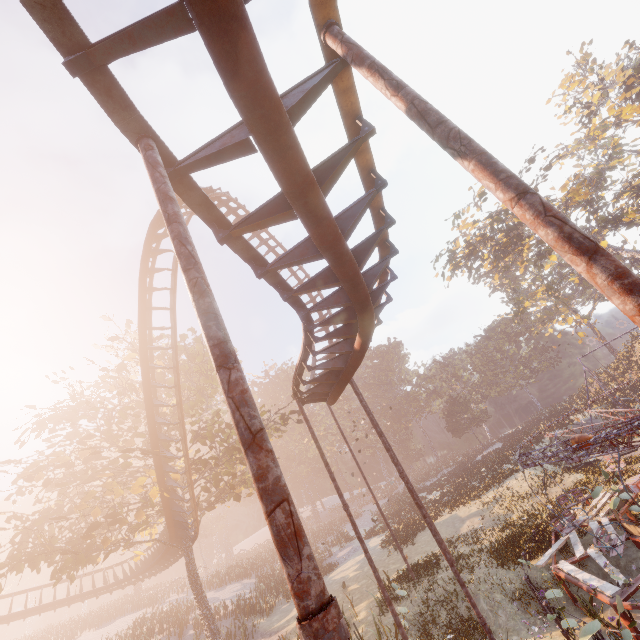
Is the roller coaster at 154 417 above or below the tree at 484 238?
below

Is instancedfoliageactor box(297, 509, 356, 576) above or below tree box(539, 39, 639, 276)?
below

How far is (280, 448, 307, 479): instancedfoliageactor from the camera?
56.5m

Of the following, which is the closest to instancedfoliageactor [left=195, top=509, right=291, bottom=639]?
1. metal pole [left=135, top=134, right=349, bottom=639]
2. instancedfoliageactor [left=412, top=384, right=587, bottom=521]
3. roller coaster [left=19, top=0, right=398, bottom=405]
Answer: instancedfoliageactor [left=412, top=384, right=587, bottom=521]

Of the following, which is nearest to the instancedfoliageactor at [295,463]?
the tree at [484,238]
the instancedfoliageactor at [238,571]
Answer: the instancedfoliageactor at [238,571]

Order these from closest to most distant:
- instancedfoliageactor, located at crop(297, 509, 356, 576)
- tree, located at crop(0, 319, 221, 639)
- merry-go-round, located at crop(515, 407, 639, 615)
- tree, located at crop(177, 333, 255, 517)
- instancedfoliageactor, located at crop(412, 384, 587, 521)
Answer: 1. merry-go-round, located at crop(515, 407, 639, 615)
2. tree, located at crop(0, 319, 221, 639)
3. tree, located at crop(177, 333, 255, 517)
4. instancedfoliageactor, located at crop(412, 384, 587, 521)
5. instancedfoliageactor, located at crop(297, 509, 356, 576)

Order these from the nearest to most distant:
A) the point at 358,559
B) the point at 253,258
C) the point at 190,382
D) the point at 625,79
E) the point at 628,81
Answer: the point at 253,258, the point at 190,382, the point at 358,559, the point at 628,81, the point at 625,79

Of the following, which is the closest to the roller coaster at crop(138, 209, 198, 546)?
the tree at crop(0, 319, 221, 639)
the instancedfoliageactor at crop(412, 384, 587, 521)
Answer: the tree at crop(0, 319, 221, 639)
